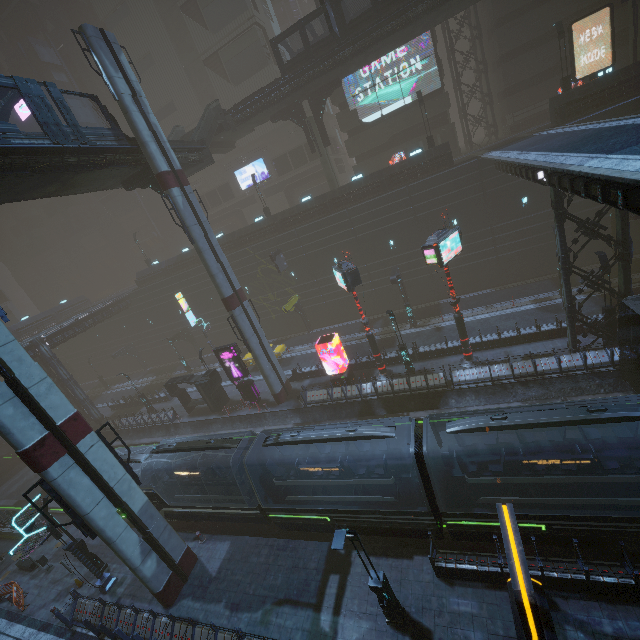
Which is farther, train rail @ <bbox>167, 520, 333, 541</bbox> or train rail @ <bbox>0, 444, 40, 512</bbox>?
train rail @ <bbox>0, 444, 40, 512</bbox>

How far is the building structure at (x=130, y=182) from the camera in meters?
21.5 m

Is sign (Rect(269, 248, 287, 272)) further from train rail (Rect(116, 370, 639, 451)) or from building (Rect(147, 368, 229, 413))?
train rail (Rect(116, 370, 639, 451))

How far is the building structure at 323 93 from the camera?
30.5 meters

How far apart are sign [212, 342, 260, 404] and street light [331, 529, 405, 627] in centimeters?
1873cm

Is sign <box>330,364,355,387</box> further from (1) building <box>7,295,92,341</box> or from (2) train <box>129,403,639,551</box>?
(2) train <box>129,403,639,551</box>

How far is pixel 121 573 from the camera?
17.91m

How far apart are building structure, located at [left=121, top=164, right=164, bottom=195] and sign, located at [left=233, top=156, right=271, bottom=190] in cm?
2738
